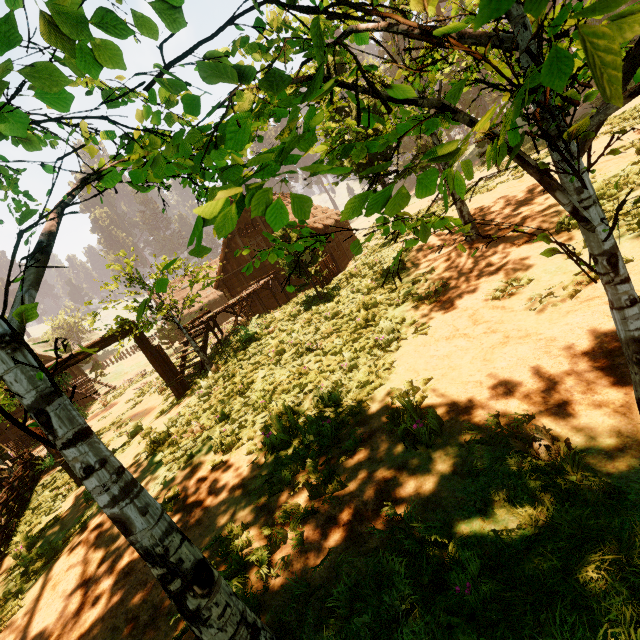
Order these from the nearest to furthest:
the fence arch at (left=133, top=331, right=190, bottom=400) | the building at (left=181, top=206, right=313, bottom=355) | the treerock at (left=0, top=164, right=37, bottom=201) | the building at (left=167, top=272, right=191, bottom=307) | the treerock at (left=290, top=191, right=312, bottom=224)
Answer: the treerock at (left=290, top=191, right=312, bottom=224)
the treerock at (left=0, top=164, right=37, bottom=201)
the fence arch at (left=133, top=331, right=190, bottom=400)
the building at (left=181, top=206, right=313, bottom=355)
the building at (left=167, top=272, right=191, bottom=307)

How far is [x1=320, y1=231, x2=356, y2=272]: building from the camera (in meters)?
22.55

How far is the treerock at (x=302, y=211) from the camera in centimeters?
84cm

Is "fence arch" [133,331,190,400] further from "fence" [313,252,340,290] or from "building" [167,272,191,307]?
"fence" [313,252,340,290]

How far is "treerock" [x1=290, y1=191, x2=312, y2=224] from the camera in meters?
0.8

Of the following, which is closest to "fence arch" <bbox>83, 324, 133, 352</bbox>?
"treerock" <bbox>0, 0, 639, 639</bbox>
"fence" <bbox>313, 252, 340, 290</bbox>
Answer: "treerock" <bbox>0, 0, 639, 639</bbox>

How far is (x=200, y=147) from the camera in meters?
3.8

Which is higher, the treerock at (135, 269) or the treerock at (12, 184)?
the treerock at (12, 184)
